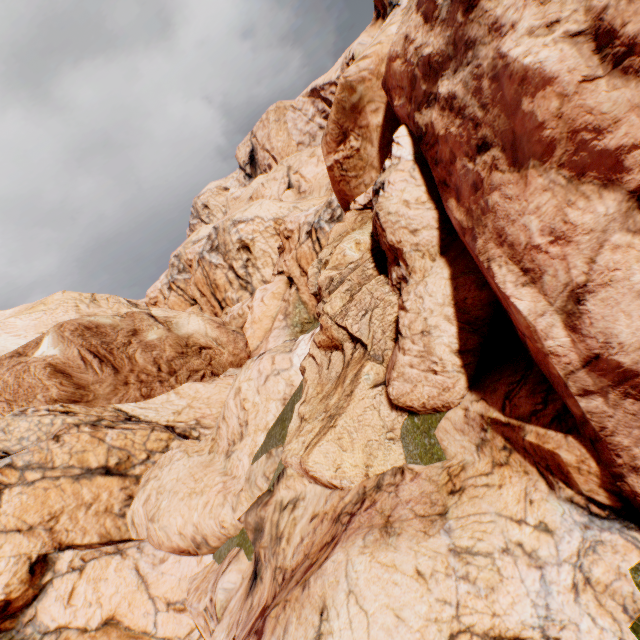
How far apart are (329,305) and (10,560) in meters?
14.1
